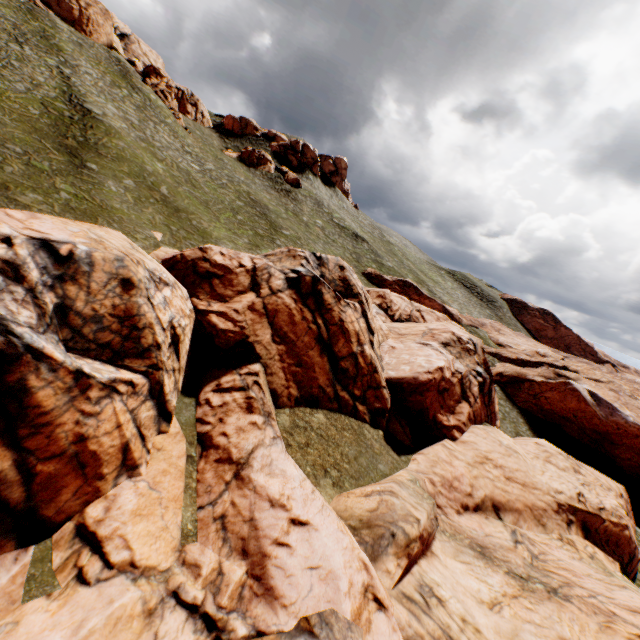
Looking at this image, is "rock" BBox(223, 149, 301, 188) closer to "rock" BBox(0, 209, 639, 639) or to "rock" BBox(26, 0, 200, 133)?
"rock" BBox(26, 0, 200, 133)

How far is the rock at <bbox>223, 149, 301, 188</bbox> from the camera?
57.8m

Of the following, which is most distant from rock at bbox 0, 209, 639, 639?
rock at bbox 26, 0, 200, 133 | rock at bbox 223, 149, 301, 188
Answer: rock at bbox 26, 0, 200, 133

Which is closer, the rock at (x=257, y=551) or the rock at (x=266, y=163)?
the rock at (x=257, y=551)

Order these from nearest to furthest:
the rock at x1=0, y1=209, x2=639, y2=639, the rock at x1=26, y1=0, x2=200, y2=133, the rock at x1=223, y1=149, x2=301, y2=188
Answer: the rock at x1=0, y1=209, x2=639, y2=639, the rock at x1=26, y1=0, x2=200, y2=133, the rock at x1=223, y1=149, x2=301, y2=188

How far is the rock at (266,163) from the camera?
57.78m

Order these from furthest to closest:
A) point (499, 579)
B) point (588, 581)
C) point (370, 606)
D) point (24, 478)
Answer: point (588, 581)
point (499, 579)
point (370, 606)
point (24, 478)
